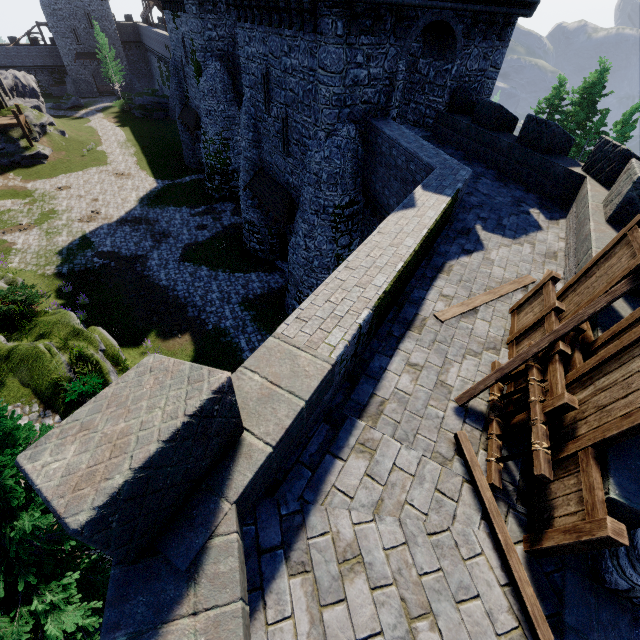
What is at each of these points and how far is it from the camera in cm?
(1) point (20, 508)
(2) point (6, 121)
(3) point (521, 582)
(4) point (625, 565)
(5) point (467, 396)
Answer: (1) tree, 570
(2) walkway, 3169
(3) wooden beam, 328
(4) building tower, 311
(5) wooden beam, 477

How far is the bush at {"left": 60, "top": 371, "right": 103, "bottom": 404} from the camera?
11.93m

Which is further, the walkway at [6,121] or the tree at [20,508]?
the walkway at [6,121]

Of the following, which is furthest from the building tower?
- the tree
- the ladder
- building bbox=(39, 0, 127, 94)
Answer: building bbox=(39, 0, 127, 94)

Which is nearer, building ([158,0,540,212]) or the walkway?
building ([158,0,540,212])

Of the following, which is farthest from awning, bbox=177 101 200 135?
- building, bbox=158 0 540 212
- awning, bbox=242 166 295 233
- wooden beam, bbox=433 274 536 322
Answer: wooden beam, bbox=433 274 536 322

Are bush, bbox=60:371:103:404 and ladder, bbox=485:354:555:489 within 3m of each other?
no

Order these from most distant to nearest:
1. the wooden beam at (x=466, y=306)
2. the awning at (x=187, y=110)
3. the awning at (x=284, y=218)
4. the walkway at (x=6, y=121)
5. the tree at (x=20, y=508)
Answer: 1. the walkway at (x=6, y=121)
2. the awning at (x=187, y=110)
3. the awning at (x=284, y=218)
4. the wooden beam at (x=466, y=306)
5. the tree at (x=20, y=508)
